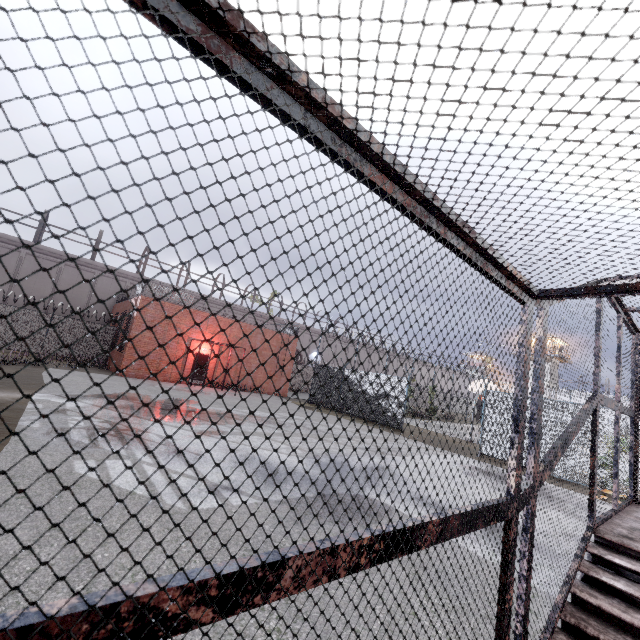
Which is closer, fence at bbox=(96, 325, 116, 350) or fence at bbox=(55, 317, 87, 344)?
fence at bbox=(55, 317, 87, 344)

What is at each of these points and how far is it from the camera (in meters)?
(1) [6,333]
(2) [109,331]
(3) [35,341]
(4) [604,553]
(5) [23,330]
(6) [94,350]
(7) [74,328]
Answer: (1) fence, 20.16
(2) fence, 23.64
(3) fence, 21.03
(4) stair, 3.37
(5) fence, 20.66
(6) fence, 23.05
(7) fence, 22.33

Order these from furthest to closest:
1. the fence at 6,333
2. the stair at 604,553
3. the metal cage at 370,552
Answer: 1. the fence at 6,333
2. the stair at 604,553
3. the metal cage at 370,552

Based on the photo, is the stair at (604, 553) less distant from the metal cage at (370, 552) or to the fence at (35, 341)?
the metal cage at (370, 552)

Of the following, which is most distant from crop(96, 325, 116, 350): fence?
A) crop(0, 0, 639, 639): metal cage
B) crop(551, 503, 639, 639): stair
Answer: crop(551, 503, 639, 639): stair

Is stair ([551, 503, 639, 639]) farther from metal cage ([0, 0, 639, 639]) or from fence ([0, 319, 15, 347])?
fence ([0, 319, 15, 347])
